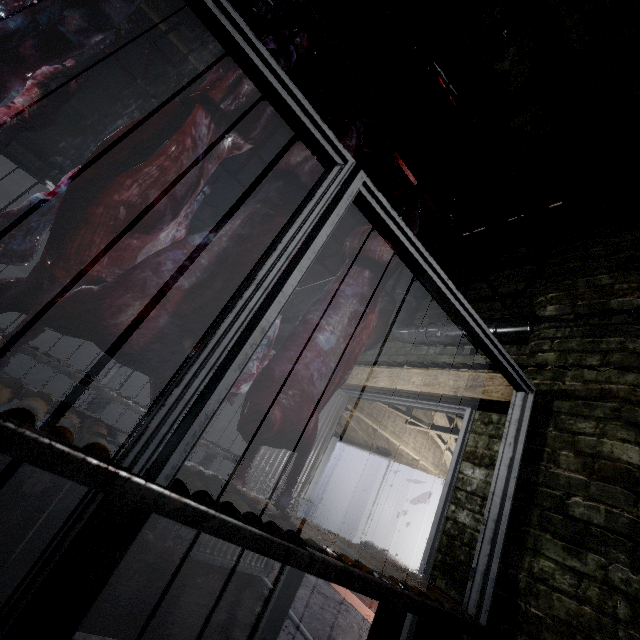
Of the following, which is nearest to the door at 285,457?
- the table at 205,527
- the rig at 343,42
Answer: the table at 205,527

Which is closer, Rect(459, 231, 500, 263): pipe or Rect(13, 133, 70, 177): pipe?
Rect(459, 231, 500, 263): pipe

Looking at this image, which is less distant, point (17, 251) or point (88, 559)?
point (88, 559)

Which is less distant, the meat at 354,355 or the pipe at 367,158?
the meat at 354,355

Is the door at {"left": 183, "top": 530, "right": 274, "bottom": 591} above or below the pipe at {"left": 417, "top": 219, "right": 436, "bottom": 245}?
below

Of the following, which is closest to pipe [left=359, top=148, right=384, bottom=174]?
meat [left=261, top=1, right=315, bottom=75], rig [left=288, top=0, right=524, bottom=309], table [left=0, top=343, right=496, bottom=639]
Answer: rig [left=288, top=0, right=524, bottom=309]

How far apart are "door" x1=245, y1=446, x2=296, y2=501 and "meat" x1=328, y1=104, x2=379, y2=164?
1.2m
